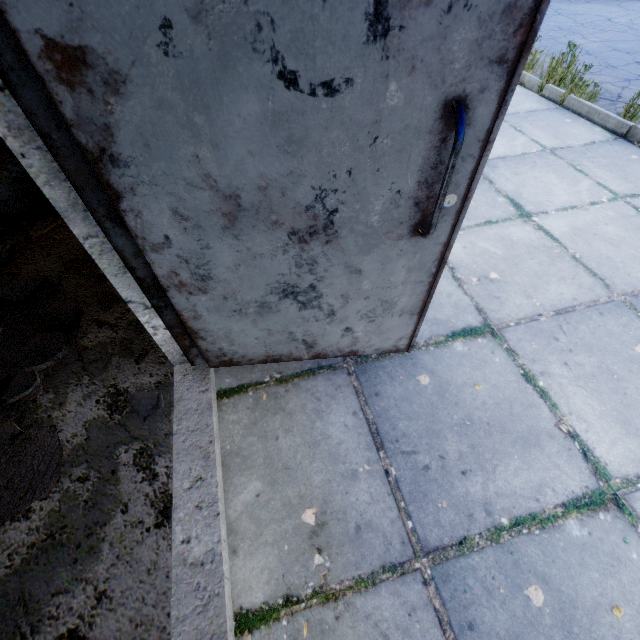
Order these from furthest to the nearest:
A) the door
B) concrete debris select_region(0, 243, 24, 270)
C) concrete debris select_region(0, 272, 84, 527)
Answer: concrete debris select_region(0, 243, 24, 270) < concrete debris select_region(0, 272, 84, 527) < the door

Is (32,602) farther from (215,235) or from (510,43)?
(510,43)

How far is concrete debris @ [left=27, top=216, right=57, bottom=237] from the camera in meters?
2.6

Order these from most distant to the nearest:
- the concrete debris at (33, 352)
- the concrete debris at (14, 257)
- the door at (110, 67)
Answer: the concrete debris at (14, 257) < the concrete debris at (33, 352) < the door at (110, 67)

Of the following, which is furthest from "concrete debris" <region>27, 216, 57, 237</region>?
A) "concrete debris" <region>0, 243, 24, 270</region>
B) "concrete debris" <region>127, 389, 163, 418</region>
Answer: "concrete debris" <region>127, 389, 163, 418</region>

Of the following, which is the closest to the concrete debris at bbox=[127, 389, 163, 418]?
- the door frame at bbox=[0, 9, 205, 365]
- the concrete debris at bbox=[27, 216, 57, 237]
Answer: the door frame at bbox=[0, 9, 205, 365]

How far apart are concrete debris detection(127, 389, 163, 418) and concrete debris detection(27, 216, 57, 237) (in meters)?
1.91

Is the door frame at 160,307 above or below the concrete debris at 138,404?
above
